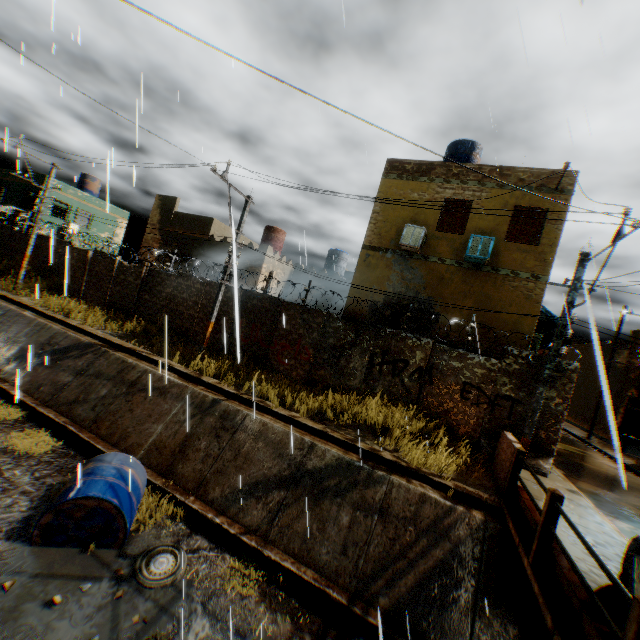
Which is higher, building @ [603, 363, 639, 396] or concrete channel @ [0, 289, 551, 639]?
building @ [603, 363, 639, 396]

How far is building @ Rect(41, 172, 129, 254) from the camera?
25.64m

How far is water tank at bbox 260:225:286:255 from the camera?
22.7m

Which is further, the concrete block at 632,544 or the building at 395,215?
the building at 395,215

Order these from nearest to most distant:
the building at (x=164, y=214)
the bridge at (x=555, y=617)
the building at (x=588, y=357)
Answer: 1. the bridge at (x=555, y=617)
2. the building at (x=164, y=214)
3. the building at (x=588, y=357)

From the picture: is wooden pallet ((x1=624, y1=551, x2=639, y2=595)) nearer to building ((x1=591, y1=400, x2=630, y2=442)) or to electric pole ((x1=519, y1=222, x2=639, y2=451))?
electric pole ((x1=519, y1=222, x2=639, y2=451))

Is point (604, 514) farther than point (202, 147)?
No
